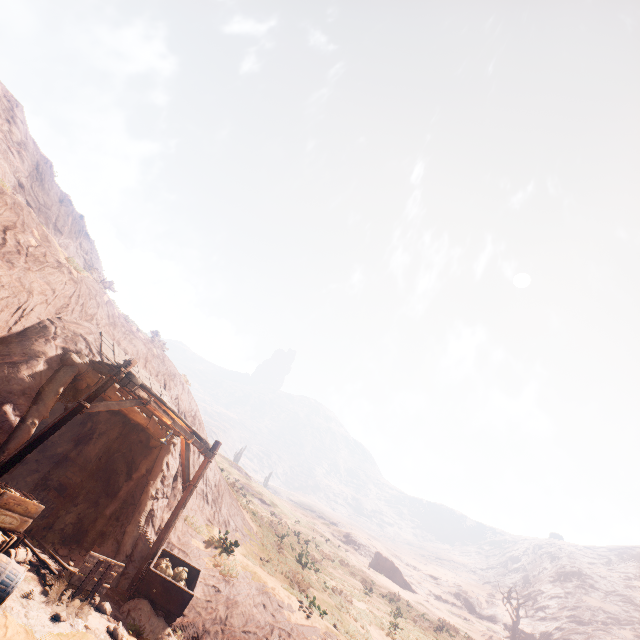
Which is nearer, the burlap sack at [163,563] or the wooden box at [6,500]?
the wooden box at [6,500]

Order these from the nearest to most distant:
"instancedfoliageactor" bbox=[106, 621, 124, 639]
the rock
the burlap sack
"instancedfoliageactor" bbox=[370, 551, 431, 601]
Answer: "instancedfoliageactor" bbox=[106, 621, 124, 639]
the rock
the burlap sack
"instancedfoliageactor" bbox=[370, 551, 431, 601]

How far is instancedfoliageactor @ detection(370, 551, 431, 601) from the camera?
44.7m

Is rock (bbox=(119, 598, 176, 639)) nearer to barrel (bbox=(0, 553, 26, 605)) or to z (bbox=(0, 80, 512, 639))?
z (bbox=(0, 80, 512, 639))

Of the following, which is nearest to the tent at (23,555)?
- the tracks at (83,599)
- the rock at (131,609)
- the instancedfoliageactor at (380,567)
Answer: the tracks at (83,599)

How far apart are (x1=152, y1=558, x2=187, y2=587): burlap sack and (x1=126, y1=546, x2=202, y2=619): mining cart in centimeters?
3cm

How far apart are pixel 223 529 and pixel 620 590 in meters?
75.1 m

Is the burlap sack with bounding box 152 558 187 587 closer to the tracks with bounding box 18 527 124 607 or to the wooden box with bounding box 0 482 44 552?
the tracks with bounding box 18 527 124 607
